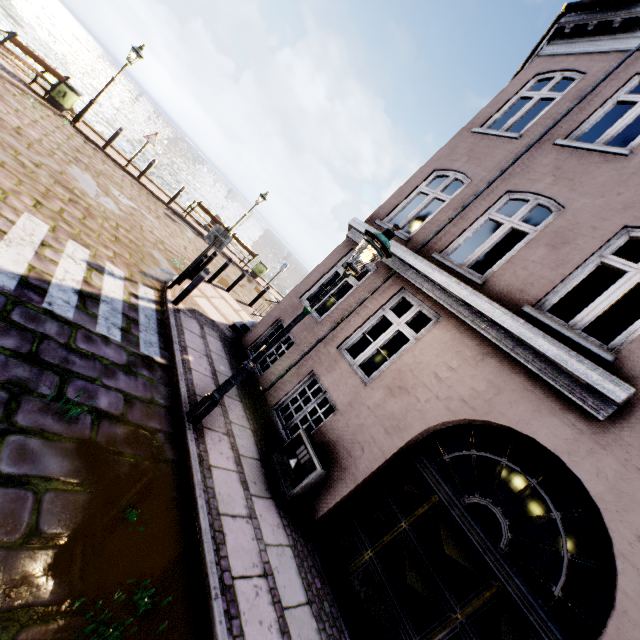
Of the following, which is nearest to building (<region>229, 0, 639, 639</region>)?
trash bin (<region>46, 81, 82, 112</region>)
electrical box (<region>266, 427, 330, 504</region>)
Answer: electrical box (<region>266, 427, 330, 504</region>)

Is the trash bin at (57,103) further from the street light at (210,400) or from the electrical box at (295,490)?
the electrical box at (295,490)

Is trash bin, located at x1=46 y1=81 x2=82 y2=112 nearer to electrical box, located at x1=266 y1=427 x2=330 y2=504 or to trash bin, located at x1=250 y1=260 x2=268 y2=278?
trash bin, located at x1=250 y1=260 x2=268 y2=278

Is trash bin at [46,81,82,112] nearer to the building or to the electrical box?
the building

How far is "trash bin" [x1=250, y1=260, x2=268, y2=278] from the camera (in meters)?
18.55

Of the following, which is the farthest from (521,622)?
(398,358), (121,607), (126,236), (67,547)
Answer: (126,236)

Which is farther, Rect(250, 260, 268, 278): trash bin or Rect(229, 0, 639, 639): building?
Rect(250, 260, 268, 278): trash bin

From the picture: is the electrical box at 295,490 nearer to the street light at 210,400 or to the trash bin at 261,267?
the street light at 210,400
